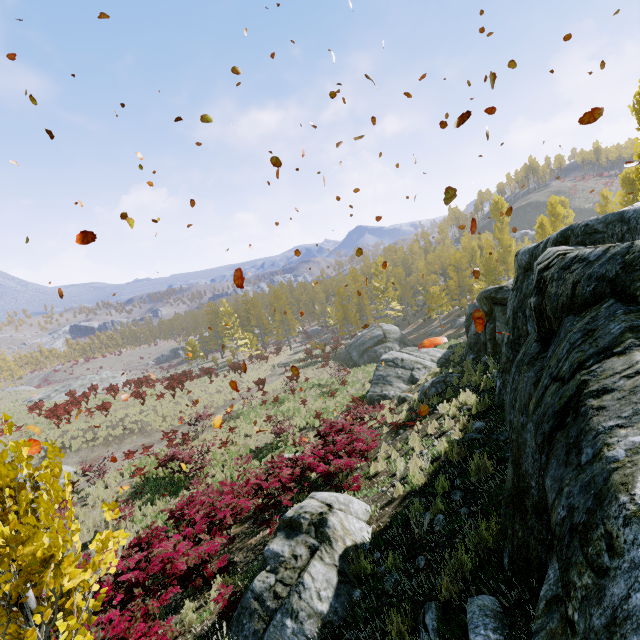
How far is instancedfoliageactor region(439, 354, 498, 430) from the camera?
8.0m

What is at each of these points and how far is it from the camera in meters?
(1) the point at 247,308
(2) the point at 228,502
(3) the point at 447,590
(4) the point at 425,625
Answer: (1) instancedfoliageactor, 57.3
(2) instancedfoliageactor, 10.6
(3) instancedfoliageactor, 3.3
(4) rock, 3.0

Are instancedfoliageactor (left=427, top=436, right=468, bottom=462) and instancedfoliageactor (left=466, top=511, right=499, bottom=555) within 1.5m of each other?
no

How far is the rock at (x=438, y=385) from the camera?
13.2 meters

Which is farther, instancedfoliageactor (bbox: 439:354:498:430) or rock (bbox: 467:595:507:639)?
instancedfoliageactor (bbox: 439:354:498:430)

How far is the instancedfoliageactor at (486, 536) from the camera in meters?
3.5 m

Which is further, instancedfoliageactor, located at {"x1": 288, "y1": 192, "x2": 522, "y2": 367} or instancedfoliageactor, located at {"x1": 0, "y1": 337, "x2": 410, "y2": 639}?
instancedfoliageactor, located at {"x1": 288, "y1": 192, "x2": 522, "y2": 367}

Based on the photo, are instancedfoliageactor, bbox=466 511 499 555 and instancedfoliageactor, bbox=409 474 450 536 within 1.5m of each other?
yes
